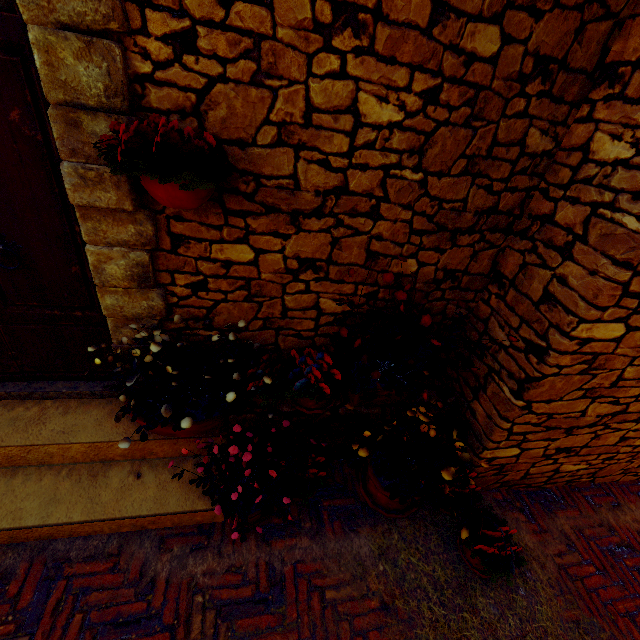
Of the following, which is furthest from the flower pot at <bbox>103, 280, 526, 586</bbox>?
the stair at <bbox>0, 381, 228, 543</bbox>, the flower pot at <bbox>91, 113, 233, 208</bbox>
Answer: the flower pot at <bbox>91, 113, 233, 208</bbox>

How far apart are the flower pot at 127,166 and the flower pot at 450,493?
1.2 meters

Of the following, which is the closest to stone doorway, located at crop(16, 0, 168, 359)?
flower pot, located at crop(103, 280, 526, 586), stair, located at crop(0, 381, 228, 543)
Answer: stair, located at crop(0, 381, 228, 543)

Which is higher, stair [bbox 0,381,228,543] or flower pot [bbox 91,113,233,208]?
flower pot [bbox 91,113,233,208]

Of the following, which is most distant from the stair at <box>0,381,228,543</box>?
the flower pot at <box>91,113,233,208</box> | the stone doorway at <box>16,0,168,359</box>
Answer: the flower pot at <box>91,113,233,208</box>

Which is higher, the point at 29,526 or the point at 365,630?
the point at 29,526

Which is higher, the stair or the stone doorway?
the stone doorway

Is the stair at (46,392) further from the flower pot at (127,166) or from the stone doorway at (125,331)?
the flower pot at (127,166)
